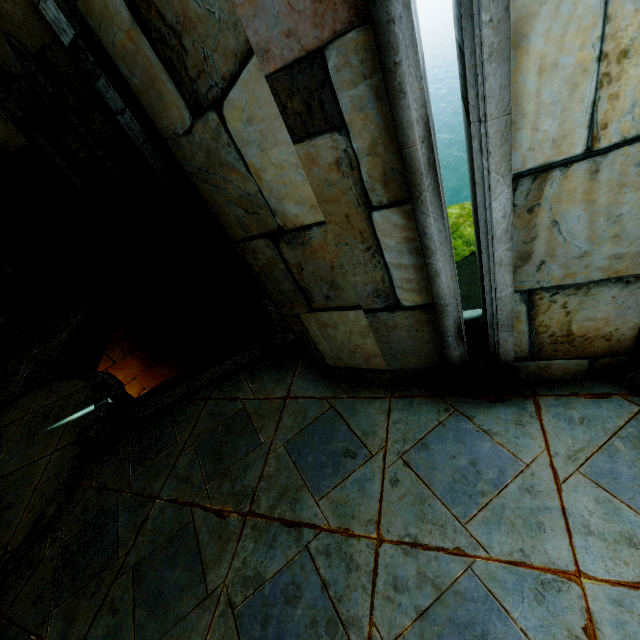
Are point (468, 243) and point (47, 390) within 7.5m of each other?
no

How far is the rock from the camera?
7.36m

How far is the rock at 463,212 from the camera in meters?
7.4 m
